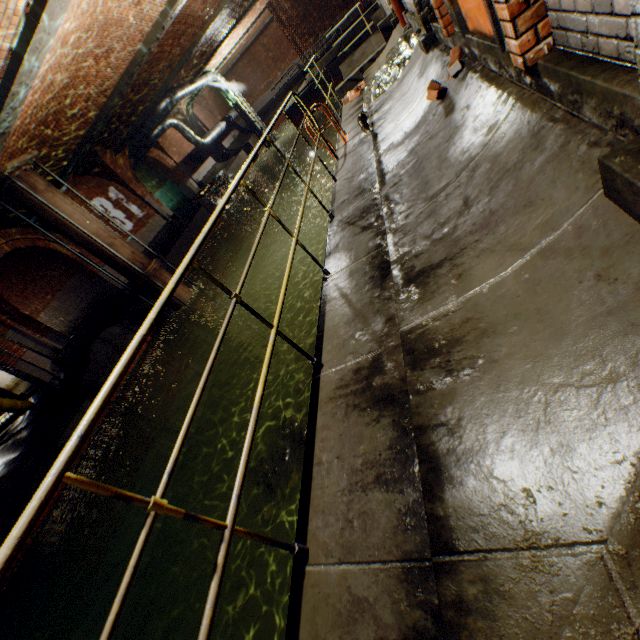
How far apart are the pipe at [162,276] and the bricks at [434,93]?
10.3m

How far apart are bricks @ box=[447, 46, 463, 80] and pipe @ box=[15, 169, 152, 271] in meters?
10.6

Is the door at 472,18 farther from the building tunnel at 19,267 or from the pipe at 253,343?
the building tunnel at 19,267

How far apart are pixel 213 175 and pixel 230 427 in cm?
1888

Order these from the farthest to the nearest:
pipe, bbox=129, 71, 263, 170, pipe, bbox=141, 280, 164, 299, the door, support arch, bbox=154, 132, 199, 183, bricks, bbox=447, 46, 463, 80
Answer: support arch, bbox=154, 132, 199, 183 < pipe, bbox=129, 71, 263, 170 < pipe, bbox=141, 280, 164, 299 < bricks, bbox=447, 46, 463, 80 < the door

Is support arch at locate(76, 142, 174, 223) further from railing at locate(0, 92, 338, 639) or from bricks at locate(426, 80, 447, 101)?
bricks at locate(426, 80, 447, 101)

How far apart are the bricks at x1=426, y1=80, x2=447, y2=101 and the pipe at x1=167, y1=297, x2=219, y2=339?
10.3 meters
